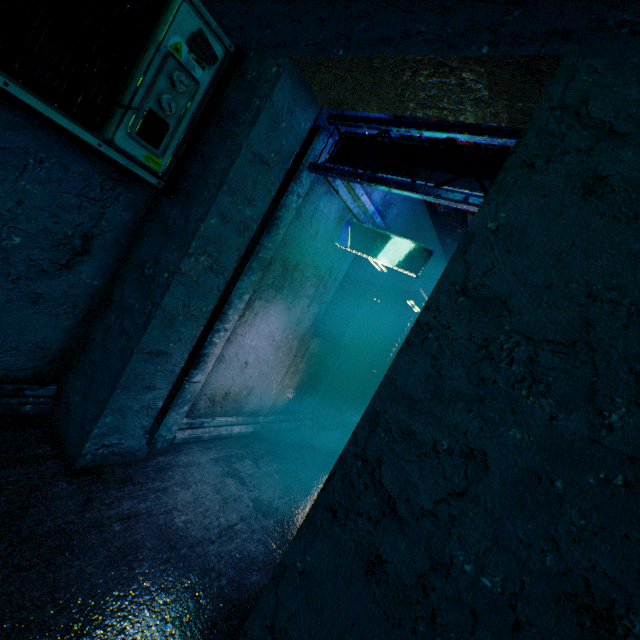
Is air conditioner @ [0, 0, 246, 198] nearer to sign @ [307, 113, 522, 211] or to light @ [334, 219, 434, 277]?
sign @ [307, 113, 522, 211]

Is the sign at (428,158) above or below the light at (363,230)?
above

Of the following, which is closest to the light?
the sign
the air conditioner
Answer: the sign

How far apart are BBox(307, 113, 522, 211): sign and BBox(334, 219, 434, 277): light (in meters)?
0.83

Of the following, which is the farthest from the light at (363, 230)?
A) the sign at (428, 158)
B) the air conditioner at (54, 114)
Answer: the air conditioner at (54, 114)

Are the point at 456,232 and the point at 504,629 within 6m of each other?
no

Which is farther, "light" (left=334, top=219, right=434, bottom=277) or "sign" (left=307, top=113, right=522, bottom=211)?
"light" (left=334, top=219, right=434, bottom=277)
